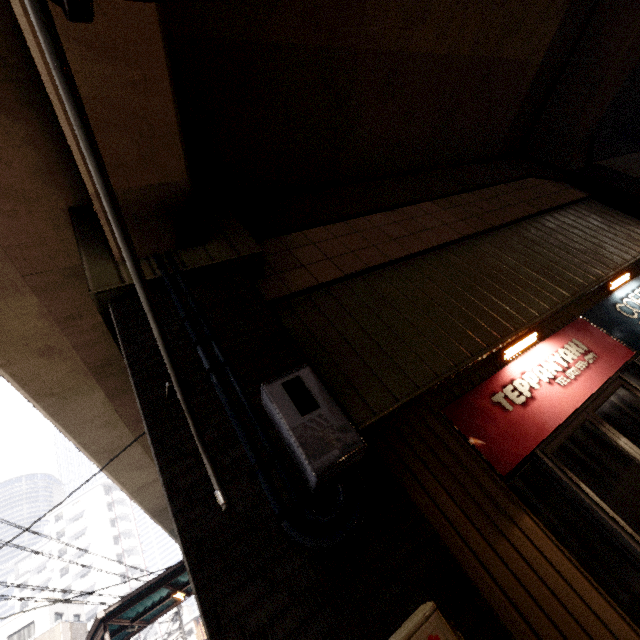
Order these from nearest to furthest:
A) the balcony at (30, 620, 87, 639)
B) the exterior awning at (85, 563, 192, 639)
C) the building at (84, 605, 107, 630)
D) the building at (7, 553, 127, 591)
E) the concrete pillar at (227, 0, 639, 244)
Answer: the concrete pillar at (227, 0, 639, 244), the exterior awning at (85, 563, 192, 639), the balcony at (30, 620, 87, 639), the building at (84, 605, 107, 630), the building at (7, 553, 127, 591)

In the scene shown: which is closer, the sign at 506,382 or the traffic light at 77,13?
the traffic light at 77,13

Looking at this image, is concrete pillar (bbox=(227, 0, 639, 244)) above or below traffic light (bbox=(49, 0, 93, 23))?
above

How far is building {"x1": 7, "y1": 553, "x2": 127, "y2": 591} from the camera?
50.3 meters

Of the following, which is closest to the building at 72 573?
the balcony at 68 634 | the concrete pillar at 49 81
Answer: the balcony at 68 634

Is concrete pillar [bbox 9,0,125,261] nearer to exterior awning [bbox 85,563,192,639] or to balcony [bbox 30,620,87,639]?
exterior awning [bbox 85,563,192,639]

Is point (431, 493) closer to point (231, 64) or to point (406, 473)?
point (406, 473)
